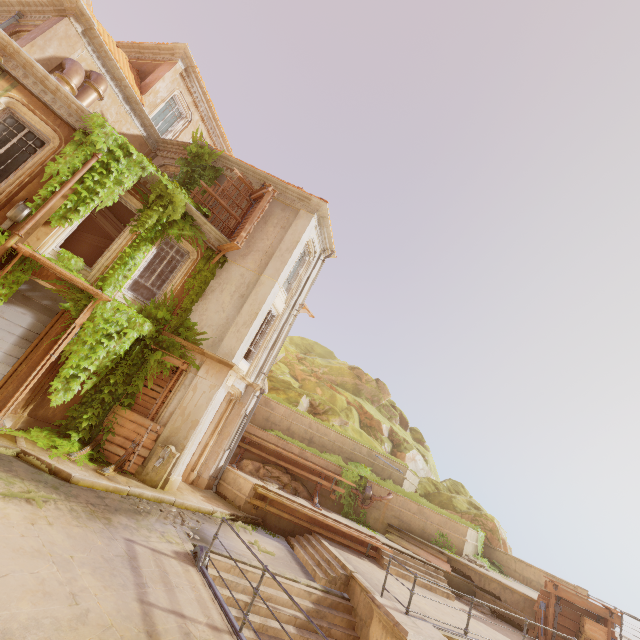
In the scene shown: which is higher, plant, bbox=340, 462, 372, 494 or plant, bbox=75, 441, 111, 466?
plant, bbox=340, 462, 372, 494

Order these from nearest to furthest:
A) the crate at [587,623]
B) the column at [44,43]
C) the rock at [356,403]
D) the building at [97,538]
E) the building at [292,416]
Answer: the building at [97,538] → the column at [44,43] → the crate at [587,623] → the building at [292,416] → the rock at [356,403]

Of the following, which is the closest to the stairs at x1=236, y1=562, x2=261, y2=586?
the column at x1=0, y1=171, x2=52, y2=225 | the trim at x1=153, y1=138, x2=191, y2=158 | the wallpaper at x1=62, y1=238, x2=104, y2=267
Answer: the column at x1=0, y1=171, x2=52, y2=225

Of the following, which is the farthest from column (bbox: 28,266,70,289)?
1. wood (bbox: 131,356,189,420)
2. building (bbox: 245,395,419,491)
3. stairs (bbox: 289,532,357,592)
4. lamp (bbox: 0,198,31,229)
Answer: stairs (bbox: 289,532,357,592)

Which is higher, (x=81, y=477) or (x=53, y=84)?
(x=53, y=84)

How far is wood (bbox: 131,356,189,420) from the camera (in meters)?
11.11

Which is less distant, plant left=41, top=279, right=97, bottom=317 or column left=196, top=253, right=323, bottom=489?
plant left=41, top=279, right=97, bottom=317

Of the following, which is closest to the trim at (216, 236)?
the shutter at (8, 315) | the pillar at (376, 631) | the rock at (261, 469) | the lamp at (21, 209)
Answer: the lamp at (21, 209)
